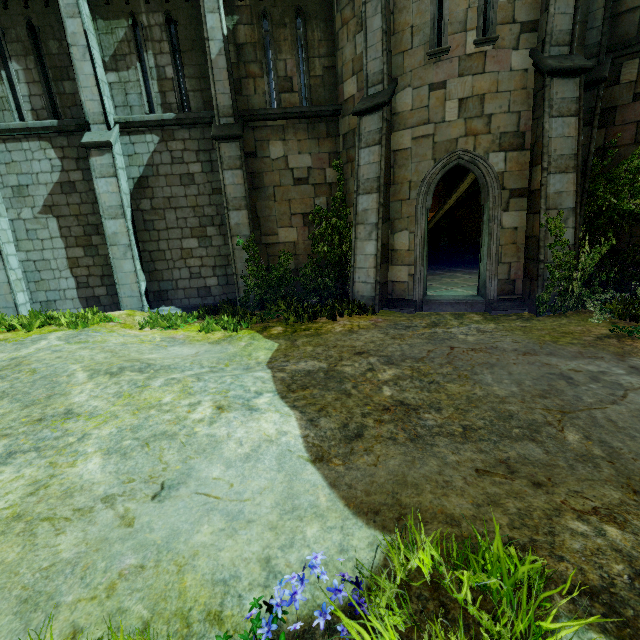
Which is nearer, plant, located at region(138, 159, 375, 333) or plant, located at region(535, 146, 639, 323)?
plant, located at region(535, 146, 639, 323)

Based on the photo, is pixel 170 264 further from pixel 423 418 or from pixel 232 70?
pixel 423 418

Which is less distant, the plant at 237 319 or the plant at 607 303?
the plant at 607 303

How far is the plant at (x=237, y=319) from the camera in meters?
8.5

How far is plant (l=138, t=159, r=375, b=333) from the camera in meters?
8.5 m
